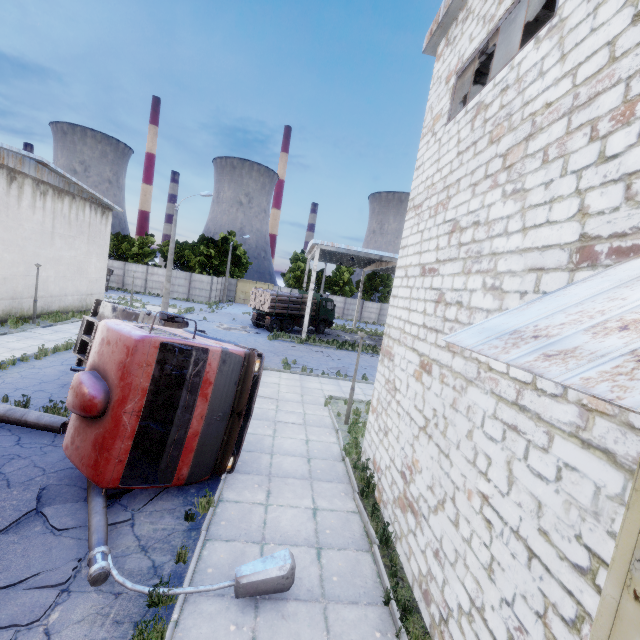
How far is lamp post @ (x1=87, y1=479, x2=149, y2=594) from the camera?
4.39m

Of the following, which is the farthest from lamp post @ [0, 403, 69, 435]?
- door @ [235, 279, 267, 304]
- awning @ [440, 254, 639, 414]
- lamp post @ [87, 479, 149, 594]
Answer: door @ [235, 279, 267, 304]

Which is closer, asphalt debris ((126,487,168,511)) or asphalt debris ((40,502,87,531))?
asphalt debris ((40,502,87,531))

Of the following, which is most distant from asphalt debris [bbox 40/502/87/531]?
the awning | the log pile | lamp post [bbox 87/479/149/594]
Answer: the log pile

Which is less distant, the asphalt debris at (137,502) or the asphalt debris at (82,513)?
the asphalt debris at (82,513)

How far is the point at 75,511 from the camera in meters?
5.6

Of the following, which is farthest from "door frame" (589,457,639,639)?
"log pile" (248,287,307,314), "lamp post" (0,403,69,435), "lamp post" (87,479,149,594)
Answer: "log pile" (248,287,307,314)

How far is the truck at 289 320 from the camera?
27.9 meters
